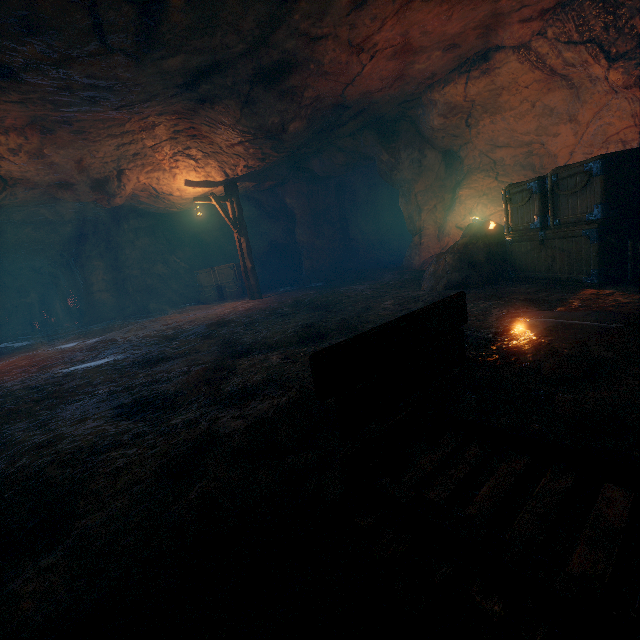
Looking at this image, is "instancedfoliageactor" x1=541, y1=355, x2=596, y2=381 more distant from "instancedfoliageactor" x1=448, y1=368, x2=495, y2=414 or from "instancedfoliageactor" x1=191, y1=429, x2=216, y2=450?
"instancedfoliageactor" x1=191, y1=429, x2=216, y2=450

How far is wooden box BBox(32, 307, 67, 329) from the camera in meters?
21.6 m

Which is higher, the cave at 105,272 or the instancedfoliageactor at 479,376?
the cave at 105,272

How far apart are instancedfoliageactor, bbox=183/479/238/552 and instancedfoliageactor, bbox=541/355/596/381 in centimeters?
222cm

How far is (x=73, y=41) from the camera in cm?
420

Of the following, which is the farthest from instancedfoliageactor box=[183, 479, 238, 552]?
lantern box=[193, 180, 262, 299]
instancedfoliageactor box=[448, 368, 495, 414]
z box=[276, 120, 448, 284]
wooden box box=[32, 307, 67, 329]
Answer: wooden box box=[32, 307, 67, 329]

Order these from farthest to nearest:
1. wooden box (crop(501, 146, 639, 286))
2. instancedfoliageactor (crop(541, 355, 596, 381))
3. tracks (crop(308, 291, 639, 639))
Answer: wooden box (crop(501, 146, 639, 286))
instancedfoliageactor (crop(541, 355, 596, 381))
tracks (crop(308, 291, 639, 639))

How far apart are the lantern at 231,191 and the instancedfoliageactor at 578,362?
11.68m
